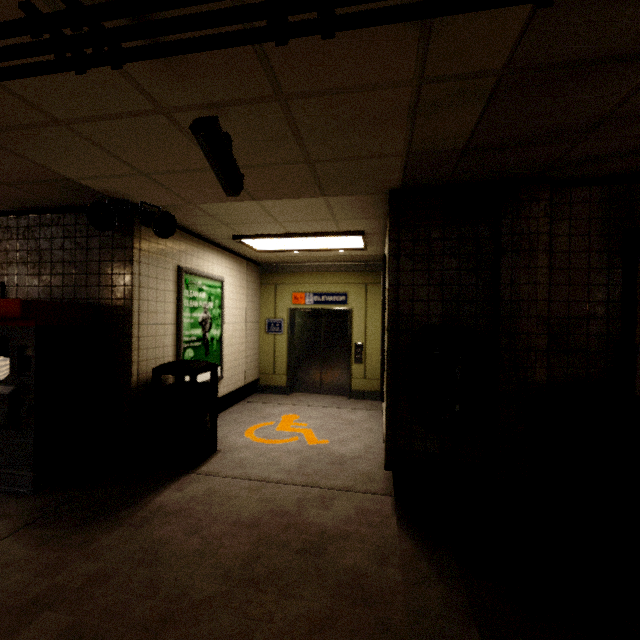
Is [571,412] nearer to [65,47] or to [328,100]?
[328,100]

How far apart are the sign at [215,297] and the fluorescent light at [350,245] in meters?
0.7

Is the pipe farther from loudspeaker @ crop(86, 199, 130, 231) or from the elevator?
the elevator

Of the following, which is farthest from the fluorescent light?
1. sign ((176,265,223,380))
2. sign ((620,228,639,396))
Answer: sign ((620,228,639,396))

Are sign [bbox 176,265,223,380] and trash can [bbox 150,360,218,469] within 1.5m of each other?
yes

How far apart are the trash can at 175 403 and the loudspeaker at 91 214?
1.48m

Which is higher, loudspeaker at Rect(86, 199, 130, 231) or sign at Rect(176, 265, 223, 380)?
loudspeaker at Rect(86, 199, 130, 231)

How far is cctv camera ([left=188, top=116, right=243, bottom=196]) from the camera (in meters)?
1.94
